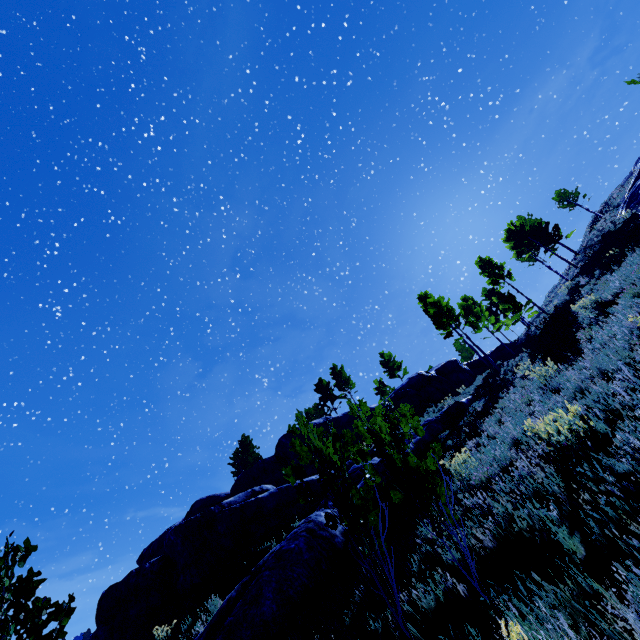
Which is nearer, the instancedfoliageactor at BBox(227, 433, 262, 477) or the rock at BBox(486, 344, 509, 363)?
the rock at BBox(486, 344, 509, 363)

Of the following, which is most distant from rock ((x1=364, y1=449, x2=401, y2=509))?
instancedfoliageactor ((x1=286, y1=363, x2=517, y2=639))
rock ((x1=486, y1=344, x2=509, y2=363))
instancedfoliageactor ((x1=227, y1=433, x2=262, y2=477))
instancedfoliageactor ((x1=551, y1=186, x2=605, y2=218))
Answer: instancedfoliageactor ((x1=227, y1=433, x2=262, y2=477))

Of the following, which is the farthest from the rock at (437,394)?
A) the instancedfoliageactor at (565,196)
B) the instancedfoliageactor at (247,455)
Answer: the instancedfoliageactor at (565,196)

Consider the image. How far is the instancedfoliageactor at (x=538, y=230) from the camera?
35.59m

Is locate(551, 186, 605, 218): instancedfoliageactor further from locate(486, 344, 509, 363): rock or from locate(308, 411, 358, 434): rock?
locate(308, 411, 358, 434): rock

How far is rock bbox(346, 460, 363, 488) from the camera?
11.3 meters

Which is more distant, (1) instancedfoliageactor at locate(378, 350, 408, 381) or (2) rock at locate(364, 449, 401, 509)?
(1) instancedfoliageactor at locate(378, 350, 408, 381)

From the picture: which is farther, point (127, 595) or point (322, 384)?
point (322, 384)
